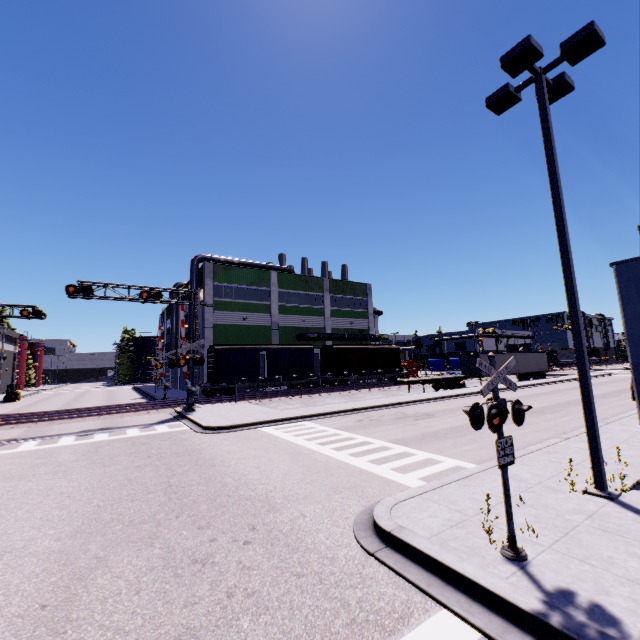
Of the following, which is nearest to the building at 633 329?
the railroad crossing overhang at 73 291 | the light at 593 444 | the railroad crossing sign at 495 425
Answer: the light at 593 444

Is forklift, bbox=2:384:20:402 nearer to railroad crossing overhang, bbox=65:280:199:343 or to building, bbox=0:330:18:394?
building, bbox=0:330:18:394

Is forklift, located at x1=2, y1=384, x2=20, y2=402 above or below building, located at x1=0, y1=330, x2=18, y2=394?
below

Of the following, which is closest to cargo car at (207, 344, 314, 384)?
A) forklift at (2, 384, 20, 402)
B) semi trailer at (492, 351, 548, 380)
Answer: semi trailer at (492, 351, 548, 380)

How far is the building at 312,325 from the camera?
36.3 meters

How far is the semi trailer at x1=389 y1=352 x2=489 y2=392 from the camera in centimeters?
3108cm

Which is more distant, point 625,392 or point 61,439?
point 625,392

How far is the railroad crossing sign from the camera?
4.6 meters
